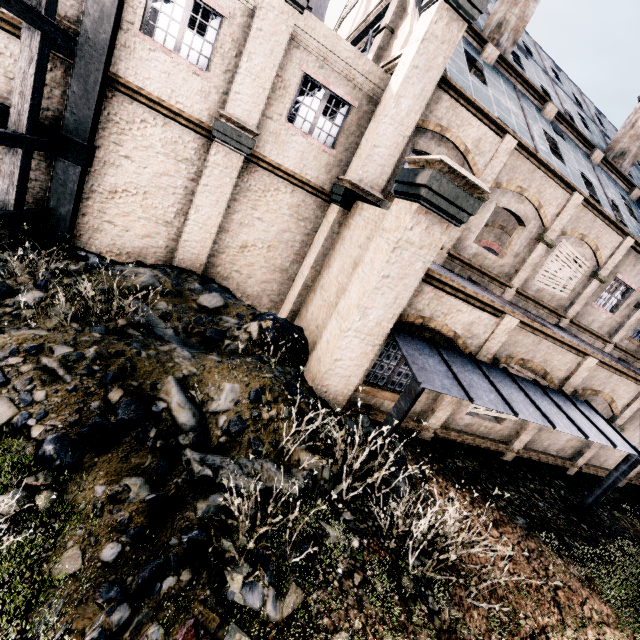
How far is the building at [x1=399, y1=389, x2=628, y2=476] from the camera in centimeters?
1059cm

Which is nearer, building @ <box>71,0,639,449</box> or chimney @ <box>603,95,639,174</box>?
building @ <box>71,0,639,449</box>

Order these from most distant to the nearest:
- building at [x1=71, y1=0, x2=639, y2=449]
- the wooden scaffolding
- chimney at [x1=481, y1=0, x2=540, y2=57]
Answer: chimney at [x1=481, y1=0, x2=540, y2=57] → building at [x1=71, y1=0, x2=639, y2=449] → the wooden scaffolding

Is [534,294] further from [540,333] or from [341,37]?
[341,37]

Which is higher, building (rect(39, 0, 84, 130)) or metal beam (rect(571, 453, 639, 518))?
building (rect(39, 0, 84, 130))

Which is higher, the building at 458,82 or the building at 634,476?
the building at 458,82

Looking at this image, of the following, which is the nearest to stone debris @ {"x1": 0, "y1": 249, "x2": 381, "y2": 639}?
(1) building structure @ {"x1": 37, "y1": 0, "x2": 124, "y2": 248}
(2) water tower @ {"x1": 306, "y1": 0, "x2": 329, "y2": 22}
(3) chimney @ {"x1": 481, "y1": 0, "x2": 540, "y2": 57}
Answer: (1) building structure @ {"x1": 37, "y1": 0, "x2": 124, "y2": 248}

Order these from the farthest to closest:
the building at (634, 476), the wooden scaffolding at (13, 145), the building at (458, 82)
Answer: the building at (634, 476)
the building at (458, 82)
the wooden scaffolding at (13, 145)
